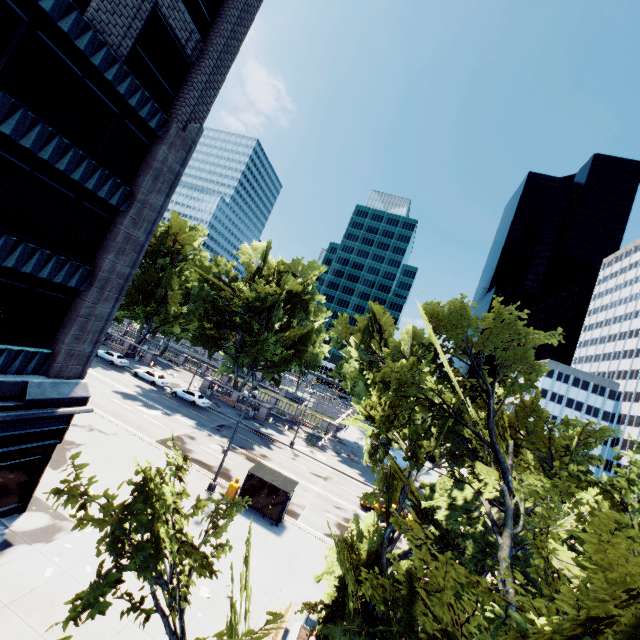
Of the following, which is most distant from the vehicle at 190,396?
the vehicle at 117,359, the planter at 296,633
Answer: the planter at 296,633

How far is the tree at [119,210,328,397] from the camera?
42.81m

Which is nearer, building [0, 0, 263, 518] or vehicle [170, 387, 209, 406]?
building [0, 0, 263, 518]

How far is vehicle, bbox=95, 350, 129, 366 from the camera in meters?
43.3

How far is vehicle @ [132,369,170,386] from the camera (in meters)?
41.53

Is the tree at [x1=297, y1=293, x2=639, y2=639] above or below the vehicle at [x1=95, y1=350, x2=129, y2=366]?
above

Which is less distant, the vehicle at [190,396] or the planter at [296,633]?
the planter at [296,633]

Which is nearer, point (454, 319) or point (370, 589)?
point (370, 589)
